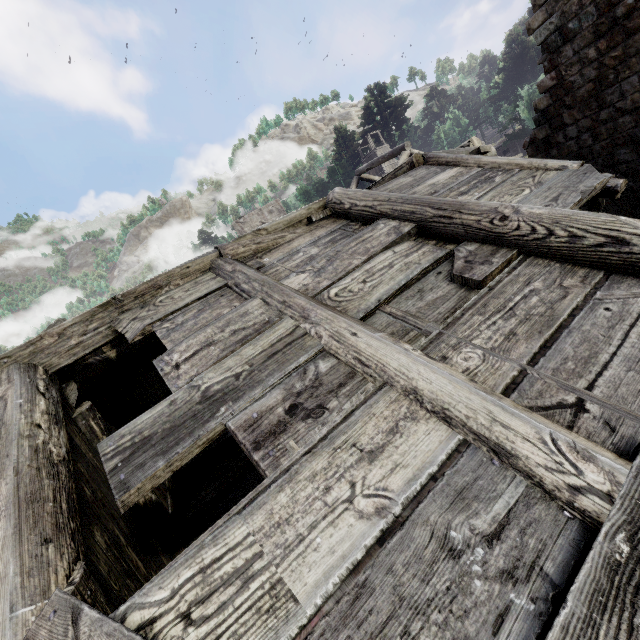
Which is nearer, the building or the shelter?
the building

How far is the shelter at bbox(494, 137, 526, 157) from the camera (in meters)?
38.81

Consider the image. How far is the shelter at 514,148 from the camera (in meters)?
38.81

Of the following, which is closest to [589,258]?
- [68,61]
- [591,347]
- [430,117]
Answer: [591,347]

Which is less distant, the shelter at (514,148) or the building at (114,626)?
the building at (114,626)
